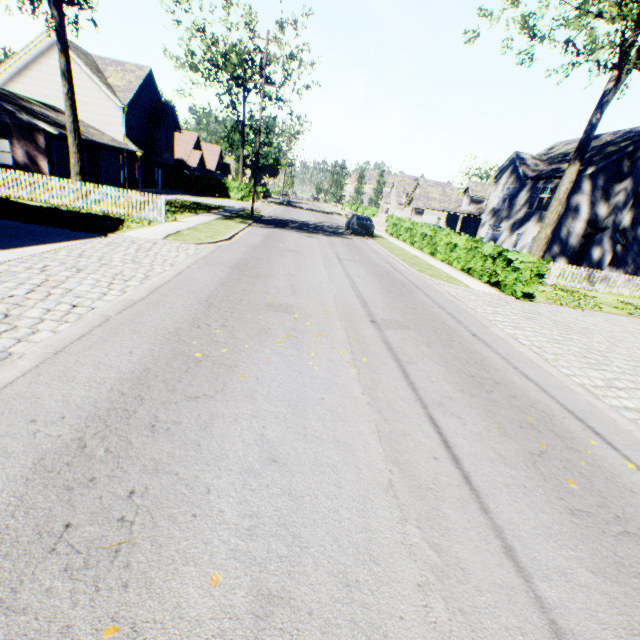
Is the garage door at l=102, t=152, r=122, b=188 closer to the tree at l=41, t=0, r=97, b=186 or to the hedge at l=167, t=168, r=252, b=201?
the tree at l=41, t=0, r=97, b=186

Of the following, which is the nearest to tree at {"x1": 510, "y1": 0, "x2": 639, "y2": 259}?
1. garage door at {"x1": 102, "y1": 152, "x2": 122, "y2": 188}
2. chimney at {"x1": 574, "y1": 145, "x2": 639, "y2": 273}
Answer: chimney at {"x1": 574, "y1": 145, "x2": 639, "y2": 273}

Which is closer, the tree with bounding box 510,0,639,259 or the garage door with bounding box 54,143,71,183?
the tree with bounding box 510,0,639,259

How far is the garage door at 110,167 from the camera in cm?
2709

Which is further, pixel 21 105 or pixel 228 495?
pixel 21 105

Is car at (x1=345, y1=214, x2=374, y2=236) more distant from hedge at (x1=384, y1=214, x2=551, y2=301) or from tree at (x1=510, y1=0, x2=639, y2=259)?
tree at (x1=510, y1=0, x2=639, y2=259)

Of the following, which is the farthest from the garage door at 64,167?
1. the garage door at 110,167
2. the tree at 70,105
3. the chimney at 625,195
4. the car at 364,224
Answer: the chimney at 625,195

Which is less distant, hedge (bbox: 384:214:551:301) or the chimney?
hedge (bbox: 384:214:551:301)
